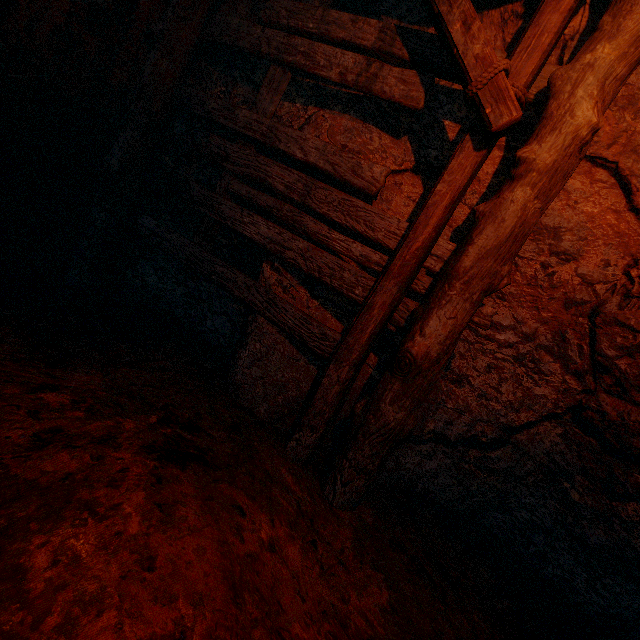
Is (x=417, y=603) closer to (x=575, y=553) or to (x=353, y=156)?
(x=575, y=553)
